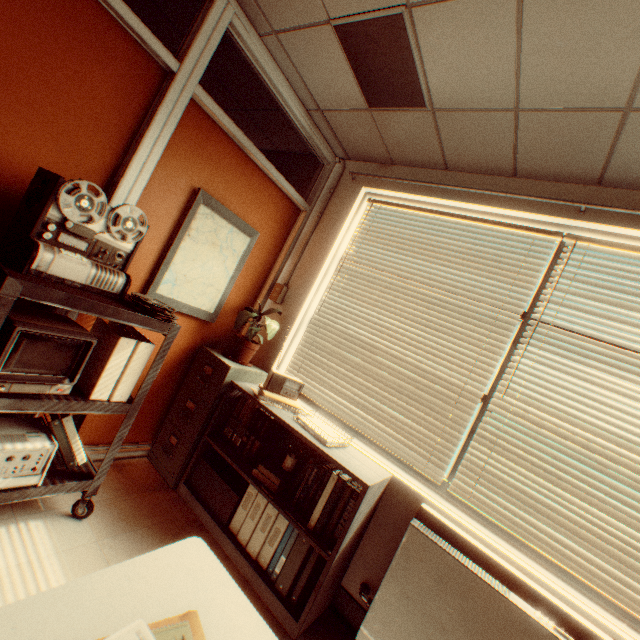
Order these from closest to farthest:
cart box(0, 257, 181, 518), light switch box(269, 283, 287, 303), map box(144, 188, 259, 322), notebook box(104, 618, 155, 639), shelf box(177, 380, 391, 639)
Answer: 1. notebook box(104, 618, 155, 639)
2. cart box(0, 257, 181, 518)
3. shelf box(177, 380, 391, 639)
4. map box(144, 188, 259, 322)
5. light switch box(269, 283, 287, 303)

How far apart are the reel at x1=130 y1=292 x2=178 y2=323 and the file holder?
1.01m

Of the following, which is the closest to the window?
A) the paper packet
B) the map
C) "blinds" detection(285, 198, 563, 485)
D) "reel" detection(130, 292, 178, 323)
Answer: "blinds" detection(285, 198, 563, 485)

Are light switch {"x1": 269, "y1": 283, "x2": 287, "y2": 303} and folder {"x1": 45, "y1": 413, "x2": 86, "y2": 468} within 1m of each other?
no

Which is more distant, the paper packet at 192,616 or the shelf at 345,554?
the shelf at 345,554

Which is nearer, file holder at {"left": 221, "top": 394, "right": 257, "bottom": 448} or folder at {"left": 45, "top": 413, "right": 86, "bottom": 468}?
folder at {"left": 45, "top": 413, "right": 86, "bottom": 468}

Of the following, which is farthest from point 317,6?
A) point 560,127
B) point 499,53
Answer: point 560,127

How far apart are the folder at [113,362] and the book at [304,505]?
1.07m
